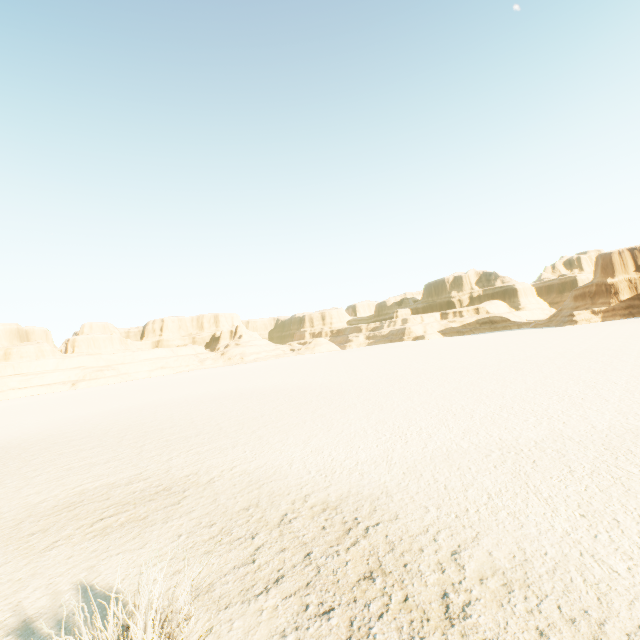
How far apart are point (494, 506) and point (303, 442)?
7.2m
